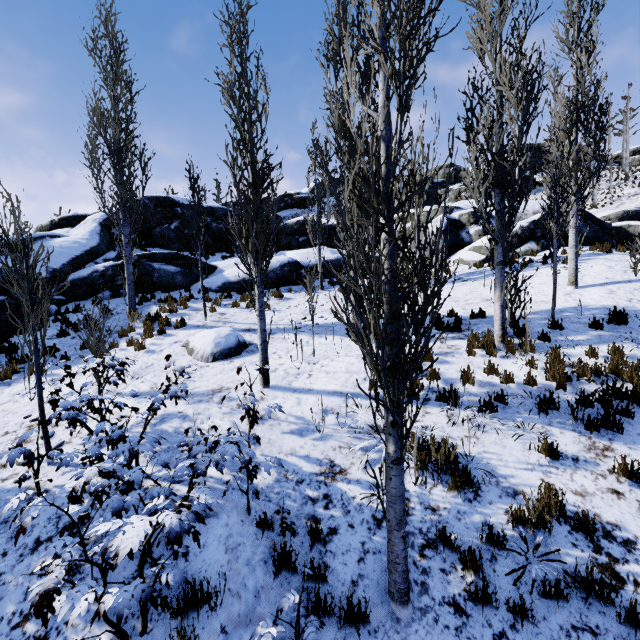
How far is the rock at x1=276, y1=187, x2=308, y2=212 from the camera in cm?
4417

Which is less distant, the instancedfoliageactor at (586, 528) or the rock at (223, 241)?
the instancedfoliageactor at (586, 528)

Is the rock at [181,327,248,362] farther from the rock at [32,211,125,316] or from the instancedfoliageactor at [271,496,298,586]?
the rock at [32,211,125,316]

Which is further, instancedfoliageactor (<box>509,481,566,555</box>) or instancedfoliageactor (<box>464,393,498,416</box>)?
instancedfoliageactor (<box>464,393,498,416</box>)

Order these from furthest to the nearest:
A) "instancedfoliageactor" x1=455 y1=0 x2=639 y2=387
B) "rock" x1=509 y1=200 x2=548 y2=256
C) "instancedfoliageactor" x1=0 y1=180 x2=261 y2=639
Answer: "rock" x1=509 y1=200 x2=548 y2=256, "instancedfoliageactor" x1=455 y1=0 x2=639 y2=387, "instancedfoliageactor" x1=0 y1=180 x2=261 y2=639

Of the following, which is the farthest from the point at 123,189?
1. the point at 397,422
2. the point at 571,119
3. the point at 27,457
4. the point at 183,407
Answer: the point at 571,119

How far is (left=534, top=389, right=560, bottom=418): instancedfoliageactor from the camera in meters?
5.7
